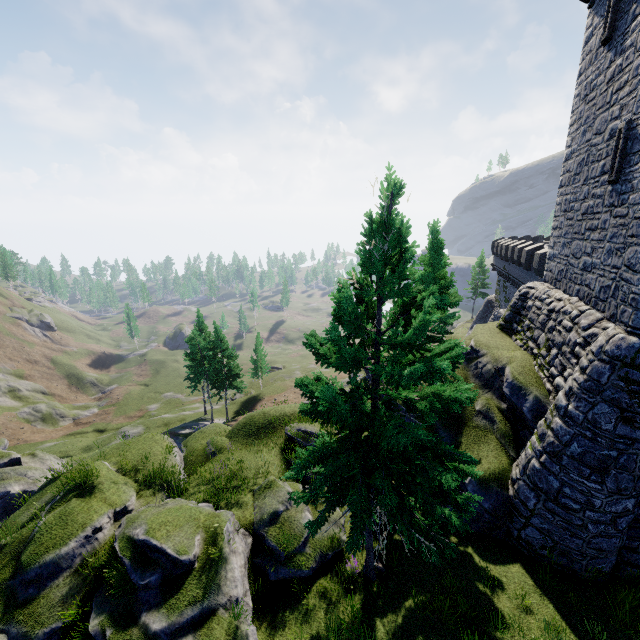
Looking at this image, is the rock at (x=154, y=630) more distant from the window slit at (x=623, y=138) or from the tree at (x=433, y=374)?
the window slit at (x=623, y=138)

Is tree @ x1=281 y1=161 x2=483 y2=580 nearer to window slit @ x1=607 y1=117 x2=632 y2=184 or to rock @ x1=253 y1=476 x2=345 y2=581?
rock @ x1=253 y1=476 x2=345 y2=581

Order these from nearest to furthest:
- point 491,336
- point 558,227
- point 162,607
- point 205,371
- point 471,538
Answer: point 162,607, point 471,538, point 558,227, point 491,336, point 205,371

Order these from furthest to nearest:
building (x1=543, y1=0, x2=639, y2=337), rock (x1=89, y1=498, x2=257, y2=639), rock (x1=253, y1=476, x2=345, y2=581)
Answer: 1. rock (x1=253, y1=476, x2=345, y2=581)
2. building (x1=543, y1=0, x2=639, y2=337)
3. rock (x1=89, y1=498, x2=257, y2=639)

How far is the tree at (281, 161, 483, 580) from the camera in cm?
745

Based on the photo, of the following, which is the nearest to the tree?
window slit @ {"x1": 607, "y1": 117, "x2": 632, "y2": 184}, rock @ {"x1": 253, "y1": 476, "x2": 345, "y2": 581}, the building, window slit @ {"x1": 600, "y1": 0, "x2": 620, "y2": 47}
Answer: rock @ {"x1": 253, "y1": 476, "x2": 345, "y2": 581}

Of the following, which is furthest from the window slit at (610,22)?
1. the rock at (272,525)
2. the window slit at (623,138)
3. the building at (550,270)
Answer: the rock at (272,525)

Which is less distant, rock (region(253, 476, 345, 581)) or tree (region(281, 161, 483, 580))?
tree (region(281, 161, 483, 580))
